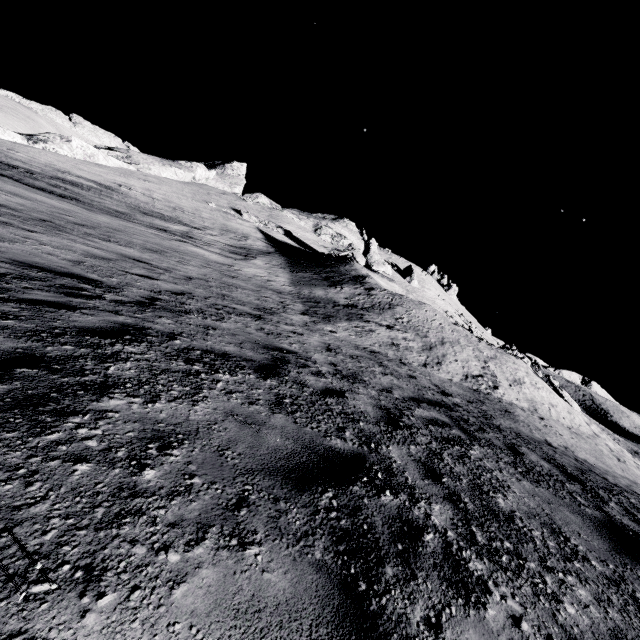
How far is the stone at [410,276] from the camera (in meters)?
54.38

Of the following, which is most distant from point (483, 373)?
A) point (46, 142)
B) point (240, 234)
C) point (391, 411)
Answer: point (46, 142)

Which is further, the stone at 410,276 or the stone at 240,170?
the stone at 410,276

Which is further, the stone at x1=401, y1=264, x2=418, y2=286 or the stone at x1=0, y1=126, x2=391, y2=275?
the stone at x1=401, y1=264, x2=418, y2=286

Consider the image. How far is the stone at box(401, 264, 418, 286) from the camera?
54.38m
